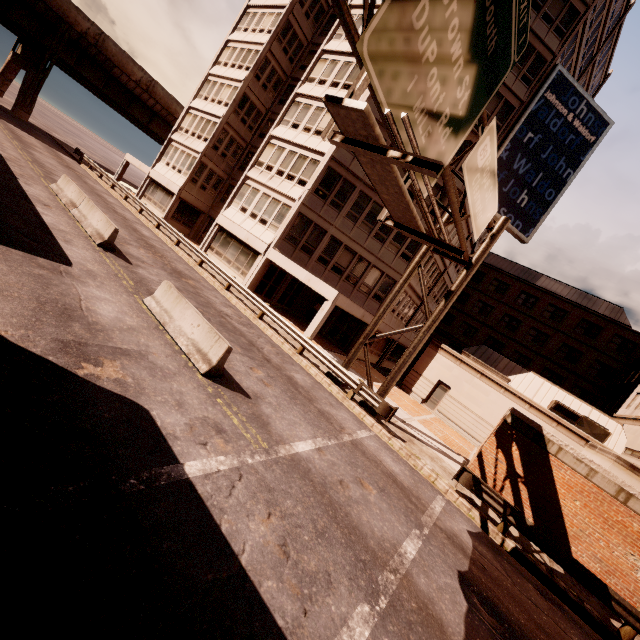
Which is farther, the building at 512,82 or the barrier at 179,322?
the building at 512,82

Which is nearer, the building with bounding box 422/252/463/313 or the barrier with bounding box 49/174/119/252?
the barrier with bounding box 49/174/119/252

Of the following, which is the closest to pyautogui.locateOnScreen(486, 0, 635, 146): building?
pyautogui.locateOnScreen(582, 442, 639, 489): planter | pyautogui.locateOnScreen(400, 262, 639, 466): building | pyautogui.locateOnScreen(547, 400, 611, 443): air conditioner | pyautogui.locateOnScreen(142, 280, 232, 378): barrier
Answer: pyautogui.locateOnScreen(400, 262, 639, 466): building

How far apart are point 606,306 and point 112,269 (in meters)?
48.95

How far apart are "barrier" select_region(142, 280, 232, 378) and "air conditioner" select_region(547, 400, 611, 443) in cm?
2375

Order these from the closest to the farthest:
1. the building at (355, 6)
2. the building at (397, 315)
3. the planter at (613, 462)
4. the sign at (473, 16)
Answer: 1. the sign at (473, 16)
2. the planter at (613, 462)
3. the building at (355, 6)
4. the building at (397, 315)

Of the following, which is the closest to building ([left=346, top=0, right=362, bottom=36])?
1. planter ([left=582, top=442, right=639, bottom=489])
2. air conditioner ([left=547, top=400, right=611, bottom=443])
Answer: air conditioner ([left=547, top=400, right=611, bottom=443])

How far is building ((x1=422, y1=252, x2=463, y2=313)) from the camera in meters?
27.3 m
